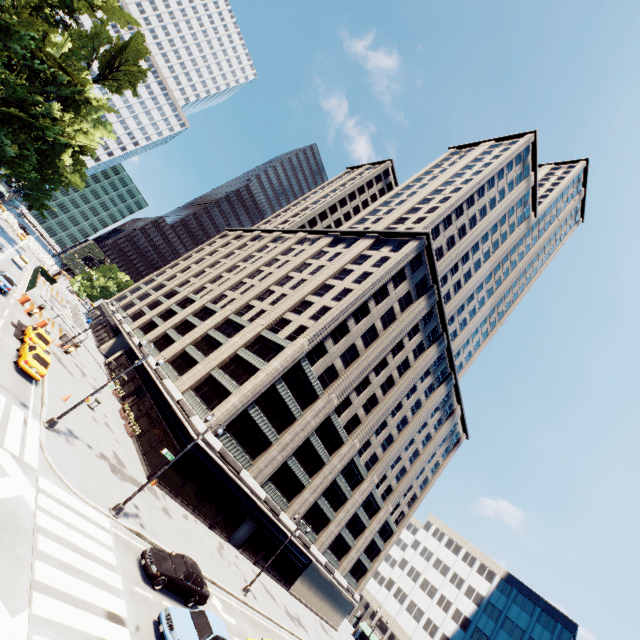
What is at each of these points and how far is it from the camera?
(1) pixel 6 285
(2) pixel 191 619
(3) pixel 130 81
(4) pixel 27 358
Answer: (1) vehicle, 31.9 meters
(2) vehicle, 15.3 meters
(3) tree, 34.9 meters
(4) vehicle, 22.1 meters

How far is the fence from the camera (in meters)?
36.94

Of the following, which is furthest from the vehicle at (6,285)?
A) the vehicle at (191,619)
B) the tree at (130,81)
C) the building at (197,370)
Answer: the vehicle at (191,619)

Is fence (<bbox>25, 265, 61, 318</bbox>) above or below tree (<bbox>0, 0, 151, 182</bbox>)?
below

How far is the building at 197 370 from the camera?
33.62m

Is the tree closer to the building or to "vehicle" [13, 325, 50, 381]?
the building

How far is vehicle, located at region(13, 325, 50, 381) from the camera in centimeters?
2198cm

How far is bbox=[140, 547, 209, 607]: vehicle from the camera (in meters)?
16.61
